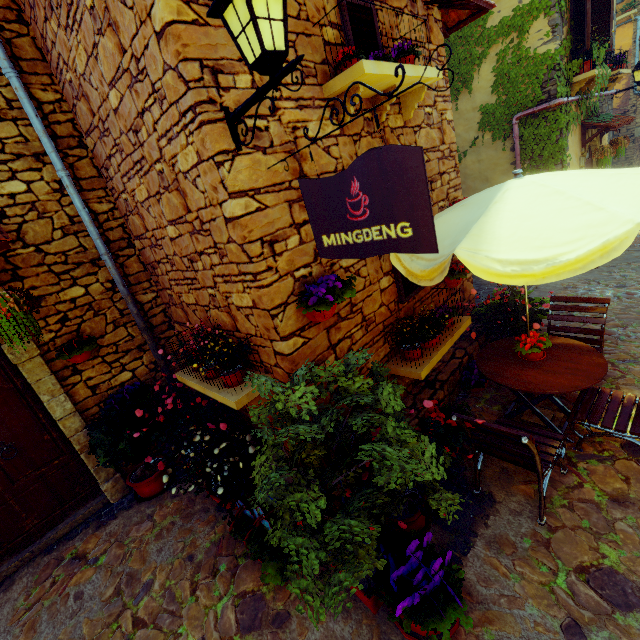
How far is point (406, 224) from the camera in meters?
1.8 m

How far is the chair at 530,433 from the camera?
2.68m

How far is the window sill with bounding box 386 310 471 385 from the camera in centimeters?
Result: 376cm

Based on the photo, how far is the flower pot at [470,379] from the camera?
4.6 meters

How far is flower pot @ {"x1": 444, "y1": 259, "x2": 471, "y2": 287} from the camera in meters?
4.8

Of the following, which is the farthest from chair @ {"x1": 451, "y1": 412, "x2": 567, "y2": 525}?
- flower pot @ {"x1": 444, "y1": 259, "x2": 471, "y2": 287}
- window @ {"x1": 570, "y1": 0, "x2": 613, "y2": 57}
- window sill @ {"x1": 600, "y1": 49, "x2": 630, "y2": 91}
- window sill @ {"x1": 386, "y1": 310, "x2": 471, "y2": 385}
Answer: window sill @ {"x1": 600, "y1": 49, "x2": 630, "y2": 91}

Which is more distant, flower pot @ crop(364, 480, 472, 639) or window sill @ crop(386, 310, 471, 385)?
window sill @ crop(386, 310, 471, 385)

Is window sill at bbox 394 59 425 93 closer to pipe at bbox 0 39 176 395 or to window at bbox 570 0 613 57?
window at bbox 570 0 613 57
